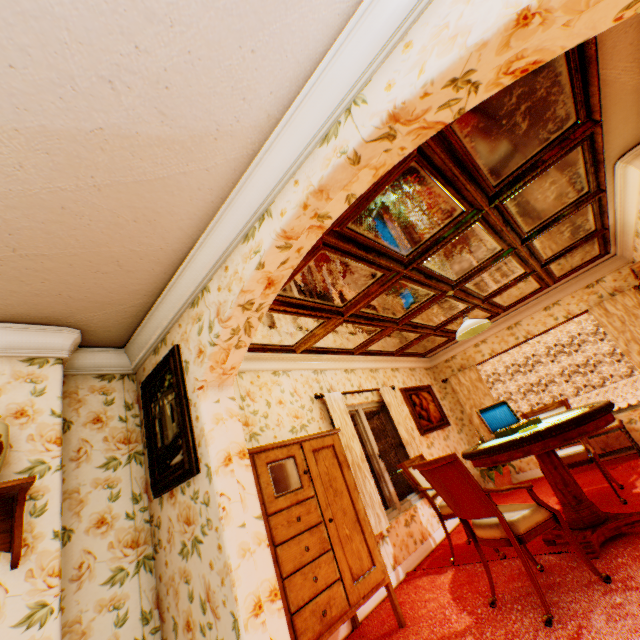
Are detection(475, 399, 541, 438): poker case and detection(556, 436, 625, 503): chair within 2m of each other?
yes

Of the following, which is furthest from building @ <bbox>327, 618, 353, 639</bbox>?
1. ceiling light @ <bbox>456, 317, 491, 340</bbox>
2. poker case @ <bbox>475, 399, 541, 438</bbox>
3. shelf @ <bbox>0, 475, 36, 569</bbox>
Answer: ceiling light @ <bbox>456, 317, 491, 340</bbox>

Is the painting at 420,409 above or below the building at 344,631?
above

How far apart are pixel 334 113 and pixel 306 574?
3.3 meters

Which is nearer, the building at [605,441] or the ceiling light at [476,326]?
the ceiling light at [476,326]

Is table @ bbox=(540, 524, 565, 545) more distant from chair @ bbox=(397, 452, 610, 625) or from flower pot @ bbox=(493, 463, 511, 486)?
flower pot @ bbox=(493, 463, 511, 486)

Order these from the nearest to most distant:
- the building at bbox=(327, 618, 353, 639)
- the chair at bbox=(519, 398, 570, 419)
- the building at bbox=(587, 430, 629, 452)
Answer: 1. the building at bbox=(327, 618, 353, 639)
2. the chair at bbox=(519, 398, 570, 419)
3. the building at bbox=(587, 430, 629, 452)

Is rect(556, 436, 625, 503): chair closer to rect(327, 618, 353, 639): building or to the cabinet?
rect(327, 618, 353, 639): building
